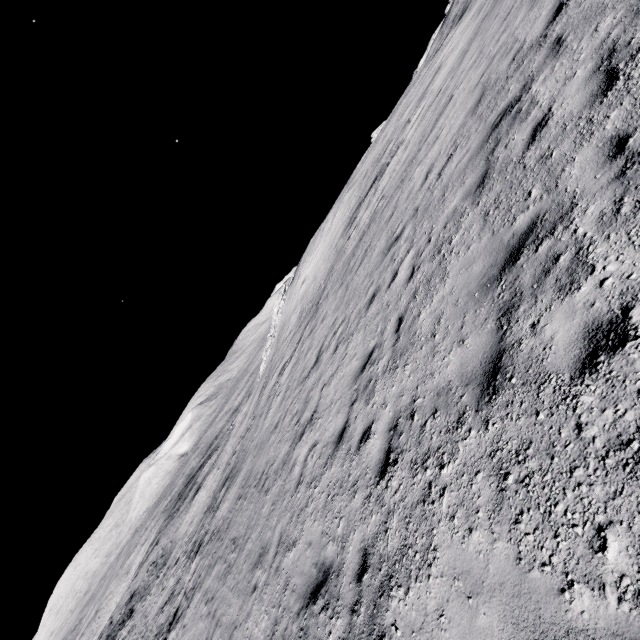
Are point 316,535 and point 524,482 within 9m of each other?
yes
